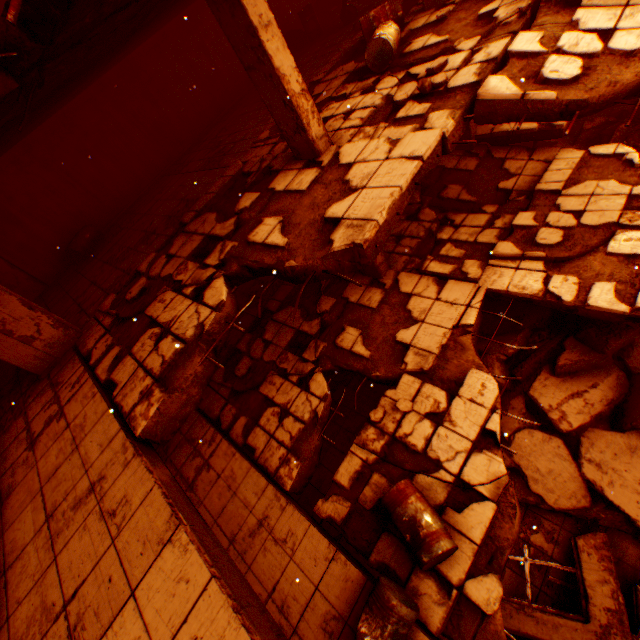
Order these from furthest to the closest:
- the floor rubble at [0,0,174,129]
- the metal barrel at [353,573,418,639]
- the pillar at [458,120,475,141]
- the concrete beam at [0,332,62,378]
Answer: the pillar at [458,120,475,141] → the concrete beam at [0,332,62,378] → the metal barrel at [353,573,418,639] → the floor rubble at [0,0,174,129]

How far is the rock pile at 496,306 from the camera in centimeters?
787cm

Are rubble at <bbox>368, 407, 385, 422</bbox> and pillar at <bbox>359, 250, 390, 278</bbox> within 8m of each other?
yes

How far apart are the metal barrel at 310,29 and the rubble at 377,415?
12.7m

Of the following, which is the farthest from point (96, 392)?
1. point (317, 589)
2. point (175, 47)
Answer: point (175, 47)

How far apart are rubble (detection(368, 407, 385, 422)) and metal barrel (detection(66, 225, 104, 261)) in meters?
8.6 m

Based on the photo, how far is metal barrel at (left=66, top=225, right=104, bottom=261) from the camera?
8.6m

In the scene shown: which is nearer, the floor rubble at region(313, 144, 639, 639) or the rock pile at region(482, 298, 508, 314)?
the floor rubble at region(313, 144, 639, 639)
